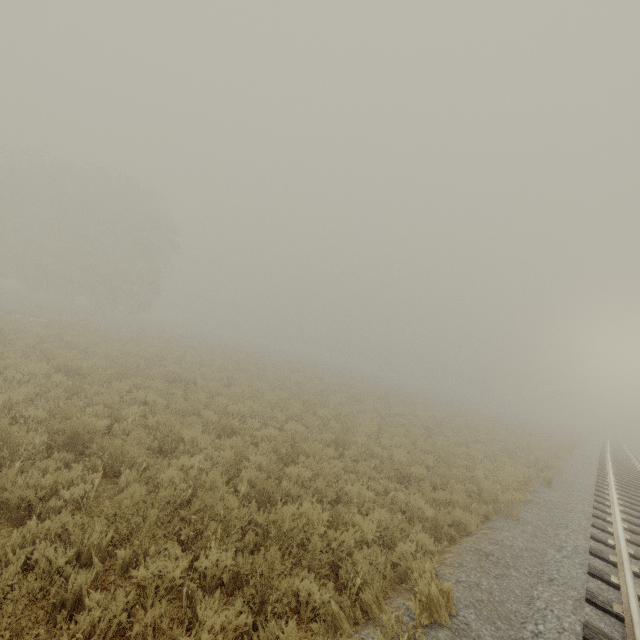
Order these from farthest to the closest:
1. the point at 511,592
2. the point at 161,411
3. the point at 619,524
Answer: the point at 161,411 → the point at 619,524 → the point at 511,592
